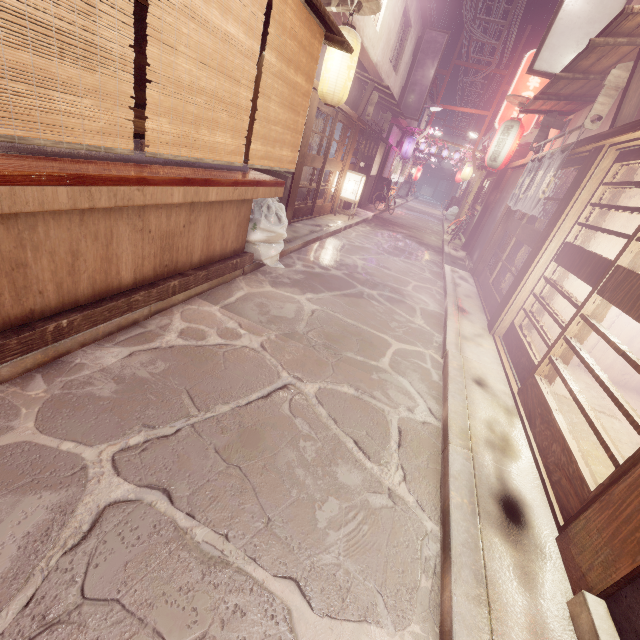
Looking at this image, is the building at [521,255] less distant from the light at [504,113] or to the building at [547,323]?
the building at [547,323]

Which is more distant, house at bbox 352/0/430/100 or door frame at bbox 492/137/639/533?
house at bbox 352/0/430/100

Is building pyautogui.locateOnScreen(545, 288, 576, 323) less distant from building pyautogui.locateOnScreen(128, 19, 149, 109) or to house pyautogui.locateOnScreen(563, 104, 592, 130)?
house pyautogui.locateOnScreen(563, 104, 592, 130)

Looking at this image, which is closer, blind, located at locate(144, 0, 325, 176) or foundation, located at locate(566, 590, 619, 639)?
foundation, located at locate(566, 590, 619, 639)

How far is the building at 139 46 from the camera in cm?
831

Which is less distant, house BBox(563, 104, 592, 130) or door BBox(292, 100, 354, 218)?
house BBox(563, 104, 592, 130)

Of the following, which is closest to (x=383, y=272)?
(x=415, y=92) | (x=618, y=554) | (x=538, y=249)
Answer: (x=538, y=249)

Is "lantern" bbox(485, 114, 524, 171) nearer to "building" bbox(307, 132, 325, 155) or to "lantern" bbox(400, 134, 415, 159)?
"building" bbox(307, 132, 325, 155)
